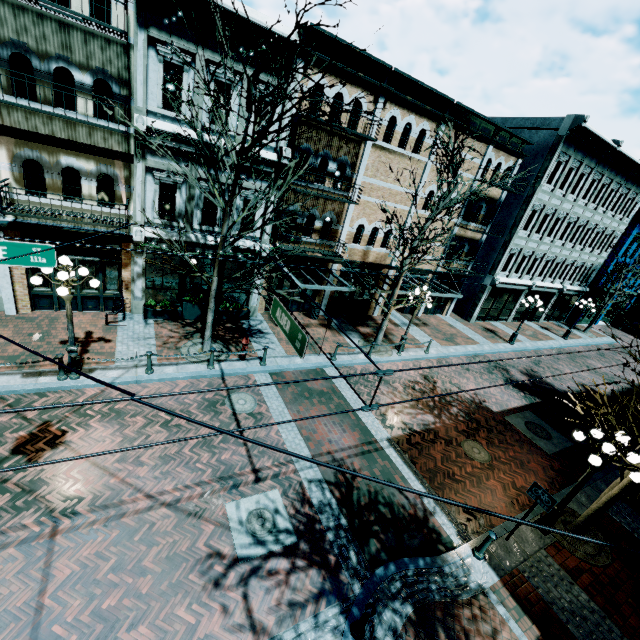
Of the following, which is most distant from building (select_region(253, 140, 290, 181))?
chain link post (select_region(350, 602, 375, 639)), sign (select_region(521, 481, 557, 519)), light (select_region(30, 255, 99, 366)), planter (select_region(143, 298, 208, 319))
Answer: chain link post (select_region(350, 602, 375, 639))

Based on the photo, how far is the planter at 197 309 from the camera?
13.5 meters

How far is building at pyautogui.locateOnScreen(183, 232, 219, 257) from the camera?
13.08m

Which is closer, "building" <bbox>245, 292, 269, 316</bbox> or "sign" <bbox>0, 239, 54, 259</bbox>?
"sign" <bbox>0, 239, 54, 259</bbox>

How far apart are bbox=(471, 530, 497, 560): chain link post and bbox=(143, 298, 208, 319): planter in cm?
1248

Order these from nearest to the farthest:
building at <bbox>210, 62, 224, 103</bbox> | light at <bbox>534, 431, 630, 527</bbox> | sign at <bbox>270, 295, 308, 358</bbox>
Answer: sign at <bbox>270, 295, 308, 358</bbox> < light at <bbox>534, 431, 630, 527</bbox> < building at <bbox>210, 62, 224, 103</bbox>

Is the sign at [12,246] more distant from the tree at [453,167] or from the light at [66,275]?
the tree at [453,167]

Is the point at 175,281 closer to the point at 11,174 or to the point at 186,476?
the point at 11,174
